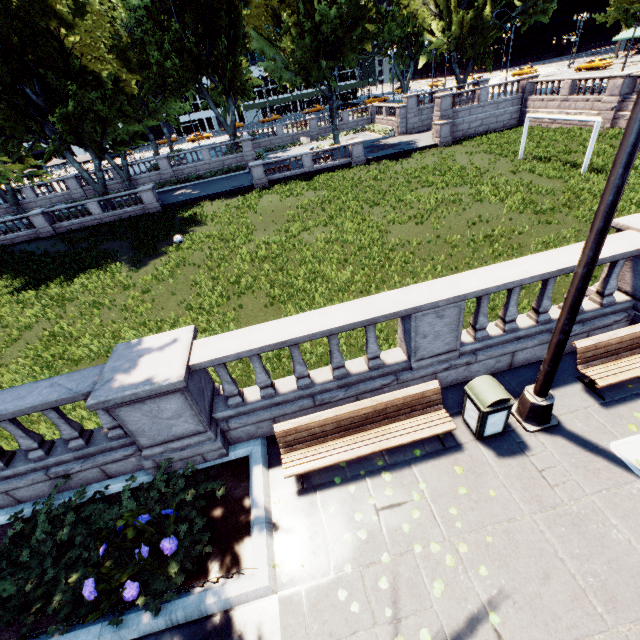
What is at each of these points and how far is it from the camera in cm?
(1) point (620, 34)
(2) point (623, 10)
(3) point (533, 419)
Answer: (1) building, 5809
(2) tree, 2528
(3) light, 549

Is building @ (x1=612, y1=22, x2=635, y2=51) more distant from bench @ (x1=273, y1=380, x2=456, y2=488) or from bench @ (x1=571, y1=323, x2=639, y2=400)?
bench @ (x1=273, y1=380, x2=456, y2=488)

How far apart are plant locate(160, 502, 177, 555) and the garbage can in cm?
496

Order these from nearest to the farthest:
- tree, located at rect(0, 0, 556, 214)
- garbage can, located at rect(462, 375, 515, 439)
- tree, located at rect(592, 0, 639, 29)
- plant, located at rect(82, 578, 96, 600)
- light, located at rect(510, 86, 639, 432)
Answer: light, located at rect(510, 86, 639, 432), plant, located at rect(82, 578, 96, 600), garbage can, located at rect(462, 375, 515, 439), tree, located at rect(0, 0, 556, 214), tree, located at rect(592, 0, 639, 29)

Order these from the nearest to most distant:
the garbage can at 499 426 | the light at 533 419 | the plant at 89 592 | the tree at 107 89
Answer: the light at 533 419, the plant at 89 592, the garbage can at 499 426, the tree at 107 89

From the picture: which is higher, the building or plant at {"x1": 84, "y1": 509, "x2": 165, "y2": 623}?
the building

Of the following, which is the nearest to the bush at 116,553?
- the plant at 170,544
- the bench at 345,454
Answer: the plant at 170,544

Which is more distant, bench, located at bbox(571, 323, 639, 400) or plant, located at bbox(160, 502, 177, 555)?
bench, located at bbox(571, 323, 639, 400)
